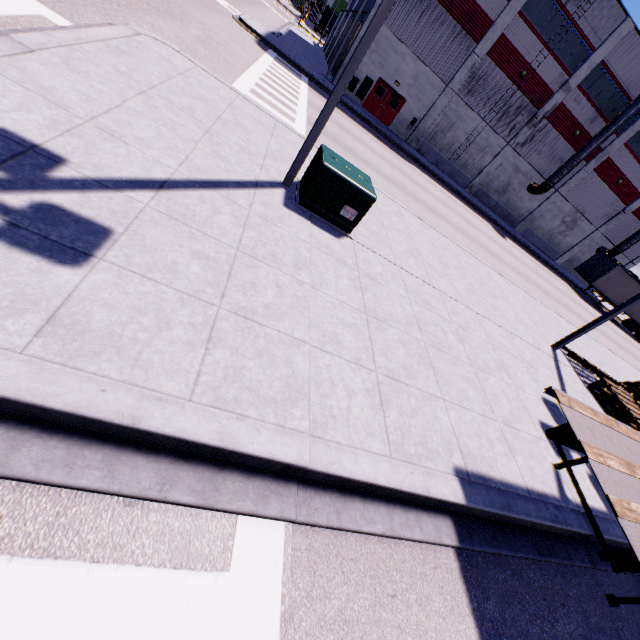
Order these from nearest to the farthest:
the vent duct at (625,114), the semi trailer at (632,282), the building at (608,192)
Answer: the building at (608,192) < the vent duct at (625,114) < the semi trailer at (632,282)

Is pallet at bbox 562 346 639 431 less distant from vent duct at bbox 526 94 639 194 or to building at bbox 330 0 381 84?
building at bbox 330 0 381 84

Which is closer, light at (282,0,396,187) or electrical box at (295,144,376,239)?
light at (282,0,396,187)

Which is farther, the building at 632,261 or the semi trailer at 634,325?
the building at 632,261

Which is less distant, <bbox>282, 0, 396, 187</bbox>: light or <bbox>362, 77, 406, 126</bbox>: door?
<bbox>282, 0, 396, 187</bbox>: light

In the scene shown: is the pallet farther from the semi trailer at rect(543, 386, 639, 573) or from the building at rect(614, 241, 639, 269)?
the building at rect(614, 241, 639, 269)

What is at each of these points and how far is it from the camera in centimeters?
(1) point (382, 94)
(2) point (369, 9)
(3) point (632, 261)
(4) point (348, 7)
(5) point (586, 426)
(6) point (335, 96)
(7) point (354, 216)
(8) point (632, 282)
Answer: (1) door, 2661cm
(2) building, 2506cm
(3) building, 3831cm
(4) building, 3991cm
(5) semi trailer, 396cm
(6) light, 598cm
(7) electrical box, 703cm
(8) semi trailer, 3112cm

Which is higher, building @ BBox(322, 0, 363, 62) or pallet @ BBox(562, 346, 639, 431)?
building @ BBox(322, 0, 363, 62)
